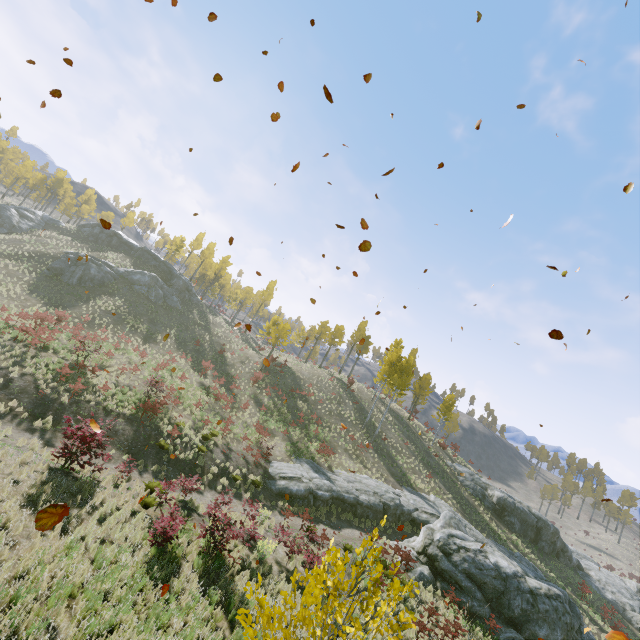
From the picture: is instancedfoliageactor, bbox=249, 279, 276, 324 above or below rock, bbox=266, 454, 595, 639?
above

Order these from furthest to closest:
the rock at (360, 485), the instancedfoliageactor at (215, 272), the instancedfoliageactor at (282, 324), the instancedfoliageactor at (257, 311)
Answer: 1. the instancedfoliageactor at (257, 311)
2. the instancedfoliageactor at (215, 272)
3. the instancedfoliageactor at (282, 324)
4. the rock at (360, 485)

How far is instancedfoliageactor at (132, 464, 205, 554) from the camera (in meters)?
9.66

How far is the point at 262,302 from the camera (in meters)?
57.25

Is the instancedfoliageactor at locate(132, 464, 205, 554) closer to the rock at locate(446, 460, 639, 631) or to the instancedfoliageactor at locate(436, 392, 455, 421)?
the rock at locate(446, 460, 639, 631)

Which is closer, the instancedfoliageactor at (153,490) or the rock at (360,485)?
the instancedfoliageactor at (153,490)

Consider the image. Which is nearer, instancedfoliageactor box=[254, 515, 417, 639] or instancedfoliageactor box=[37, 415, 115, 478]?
instancedfoliageactor box=[254, 515, 417, 639]

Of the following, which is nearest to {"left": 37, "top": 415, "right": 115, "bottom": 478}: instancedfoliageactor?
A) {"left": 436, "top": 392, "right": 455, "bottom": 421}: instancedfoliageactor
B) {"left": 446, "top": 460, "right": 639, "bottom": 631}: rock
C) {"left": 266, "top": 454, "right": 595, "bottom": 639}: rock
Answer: {"left": 266, "top": 454, "right": 595, "bottom": 639}: rock
